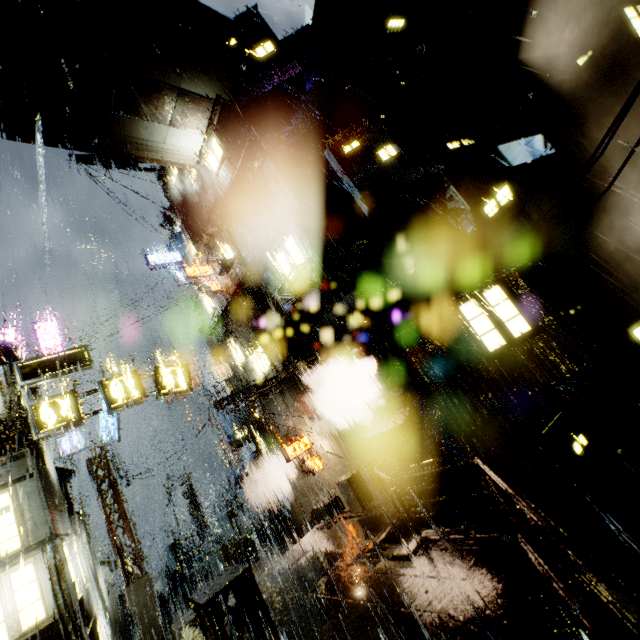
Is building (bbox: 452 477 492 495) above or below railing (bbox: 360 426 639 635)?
below

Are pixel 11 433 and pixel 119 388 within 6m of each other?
yes

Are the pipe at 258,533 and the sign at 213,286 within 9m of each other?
no

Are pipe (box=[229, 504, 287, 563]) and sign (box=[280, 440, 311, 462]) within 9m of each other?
yes

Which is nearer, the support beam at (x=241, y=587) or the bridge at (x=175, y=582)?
the support beam at (x=241, y=587)

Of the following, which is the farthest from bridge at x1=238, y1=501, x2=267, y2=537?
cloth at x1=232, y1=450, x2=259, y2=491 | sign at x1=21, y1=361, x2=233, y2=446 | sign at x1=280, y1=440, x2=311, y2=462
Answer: sign at x1=21, y1=361, x2=233, y2=446

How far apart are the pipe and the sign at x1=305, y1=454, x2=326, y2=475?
6.8m

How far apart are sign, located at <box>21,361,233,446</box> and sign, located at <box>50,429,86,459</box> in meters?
9.5 m
